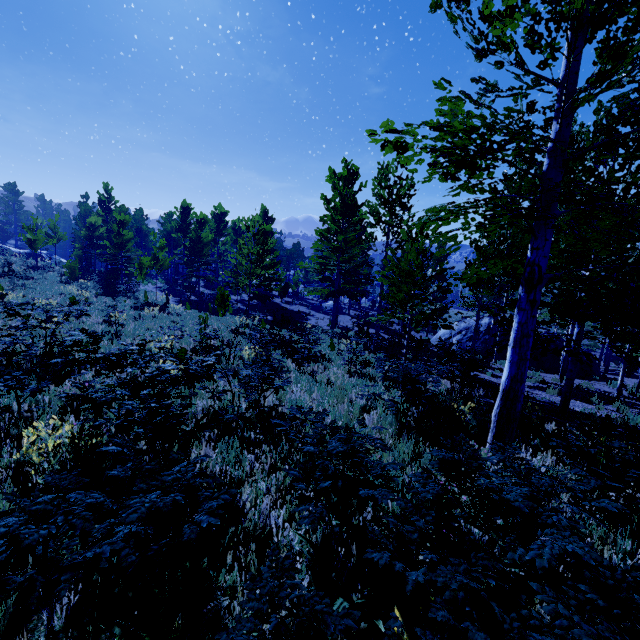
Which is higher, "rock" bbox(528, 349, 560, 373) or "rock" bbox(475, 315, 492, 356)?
"rock" bbox(475, 315, 492, 356)

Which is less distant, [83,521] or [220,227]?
[83,521]

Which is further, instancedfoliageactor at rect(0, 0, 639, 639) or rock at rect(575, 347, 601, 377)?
rock at rect(575, 347, 601, 377)

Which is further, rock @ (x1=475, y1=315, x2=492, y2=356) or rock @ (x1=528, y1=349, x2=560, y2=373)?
rock @ (x1=475, y1=315, x2=492, y2=356)

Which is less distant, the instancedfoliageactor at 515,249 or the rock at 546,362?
the instancedfoliageactor at 515,249

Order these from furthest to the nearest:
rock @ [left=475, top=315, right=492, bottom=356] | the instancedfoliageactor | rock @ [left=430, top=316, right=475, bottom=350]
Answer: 1. rock @ [left=430, top=316, right=475, bottom=350]
2. rock @ [left=475, top=315, right=492, bottom=356]
3. the instancedfoliageactor

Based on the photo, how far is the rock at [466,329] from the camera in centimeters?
2605cm
